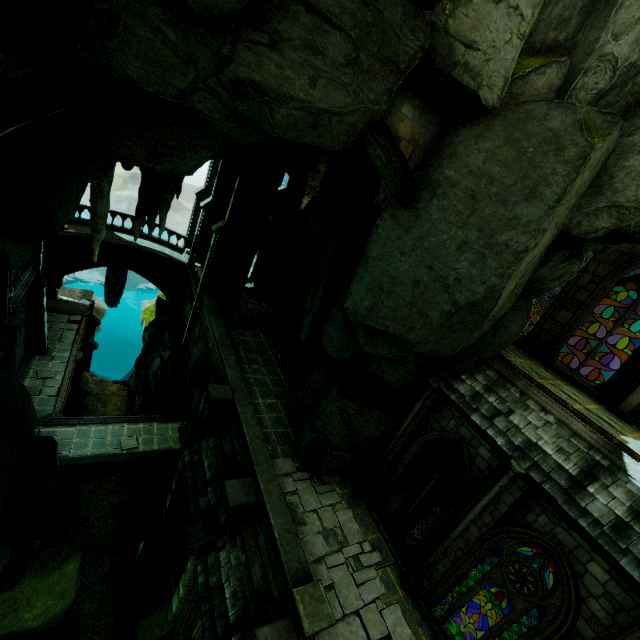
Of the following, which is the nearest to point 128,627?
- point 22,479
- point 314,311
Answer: point 22,479

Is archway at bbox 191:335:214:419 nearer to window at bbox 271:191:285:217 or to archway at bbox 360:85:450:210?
window at bbox 271:191:285:217

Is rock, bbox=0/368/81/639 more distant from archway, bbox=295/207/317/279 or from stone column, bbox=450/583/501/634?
stone column, bbox=450/583/501/634

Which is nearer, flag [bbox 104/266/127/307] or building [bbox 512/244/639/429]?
building [bbox 512/244/639/429]

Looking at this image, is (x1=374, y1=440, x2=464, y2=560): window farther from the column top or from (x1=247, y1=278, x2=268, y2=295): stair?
the column top

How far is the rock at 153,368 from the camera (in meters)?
21.69

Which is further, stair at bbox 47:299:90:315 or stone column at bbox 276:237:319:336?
stair at bbox 47:299:90:315

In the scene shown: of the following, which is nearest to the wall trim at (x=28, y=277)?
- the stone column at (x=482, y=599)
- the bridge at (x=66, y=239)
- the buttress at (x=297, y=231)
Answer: the bridge at (x=66, y=239)
